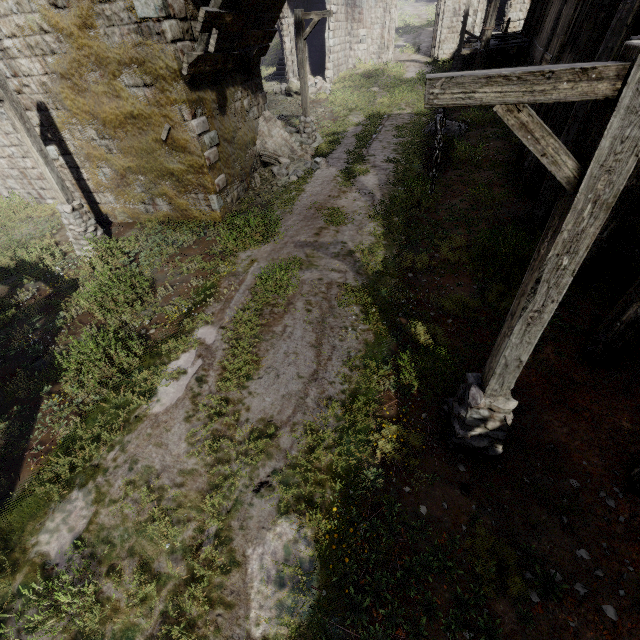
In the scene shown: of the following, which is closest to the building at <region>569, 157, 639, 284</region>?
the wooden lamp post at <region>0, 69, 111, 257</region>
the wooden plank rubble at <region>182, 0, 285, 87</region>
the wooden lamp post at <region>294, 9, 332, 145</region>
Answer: the wooden plank rubble at <region>182, 0, 285, 87</region>

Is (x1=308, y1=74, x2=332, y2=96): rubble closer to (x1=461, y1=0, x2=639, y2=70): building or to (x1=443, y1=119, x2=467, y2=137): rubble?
(x1=461, y1=0, x2=639, y2=70): building

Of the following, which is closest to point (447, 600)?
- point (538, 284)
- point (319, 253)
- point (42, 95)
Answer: point (538, 284)

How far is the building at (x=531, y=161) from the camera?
8.55m

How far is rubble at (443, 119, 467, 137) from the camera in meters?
14.7

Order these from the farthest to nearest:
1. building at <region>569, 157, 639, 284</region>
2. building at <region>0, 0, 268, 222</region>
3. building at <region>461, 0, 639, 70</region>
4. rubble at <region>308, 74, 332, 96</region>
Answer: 1. rubble at <region>308, 74, 332, 96</region>
2. building at <region>0, 0, 268, 222</region>
3. building at <region>461, 0, 639, 70</region>
4. building at <region>569, 157, 639, 284</region>

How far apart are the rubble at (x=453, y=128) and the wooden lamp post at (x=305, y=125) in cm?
489

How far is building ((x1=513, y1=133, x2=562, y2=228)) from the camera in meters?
8.6 m
